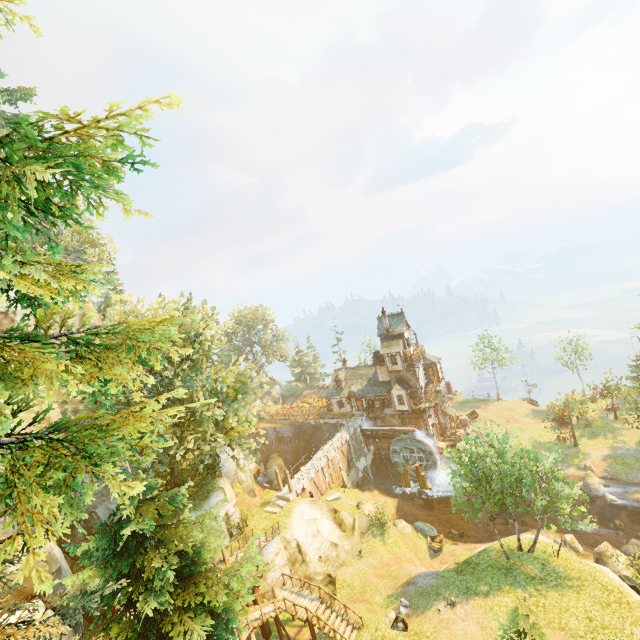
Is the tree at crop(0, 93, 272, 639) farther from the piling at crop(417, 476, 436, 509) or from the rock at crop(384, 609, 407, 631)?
the piling at crop(417, 476, 436, 509)

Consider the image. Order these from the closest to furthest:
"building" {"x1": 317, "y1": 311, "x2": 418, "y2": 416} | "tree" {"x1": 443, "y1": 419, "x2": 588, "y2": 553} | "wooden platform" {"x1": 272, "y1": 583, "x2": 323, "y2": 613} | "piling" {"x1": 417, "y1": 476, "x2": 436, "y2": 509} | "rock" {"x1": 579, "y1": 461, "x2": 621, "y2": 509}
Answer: "tree" {"x1": 443, "y1": 419, "x2": 588, "y2": 553}, "wooden platform" {"x1": 272, "y1": 583, "x2": 323, "y2": 613}, "rock" {"x1": 579, "y1": 461, "x2": 621, "y2": 509}, "piling" {"x1": 417, "y1": 476, "x2": 436, "y2": 509}, "building" {"x1": 317, "y1": 311, "x2": 418, "y2": 416}

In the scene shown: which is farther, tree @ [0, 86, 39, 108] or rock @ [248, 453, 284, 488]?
rock @ [248, 453, 284, 488]

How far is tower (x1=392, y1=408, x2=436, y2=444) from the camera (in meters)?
43.94

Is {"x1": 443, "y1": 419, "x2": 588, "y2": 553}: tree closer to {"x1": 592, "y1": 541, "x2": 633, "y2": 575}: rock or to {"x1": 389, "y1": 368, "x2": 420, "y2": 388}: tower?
{"x1": 592, "y1": 541, "x2": 633, "y2": 575}: rock

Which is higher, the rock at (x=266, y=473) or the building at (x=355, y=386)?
the building at (x=355, y=386)

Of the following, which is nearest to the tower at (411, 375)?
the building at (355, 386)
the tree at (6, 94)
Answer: the building at (355, 386)

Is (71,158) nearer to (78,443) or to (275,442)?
(78,443)
